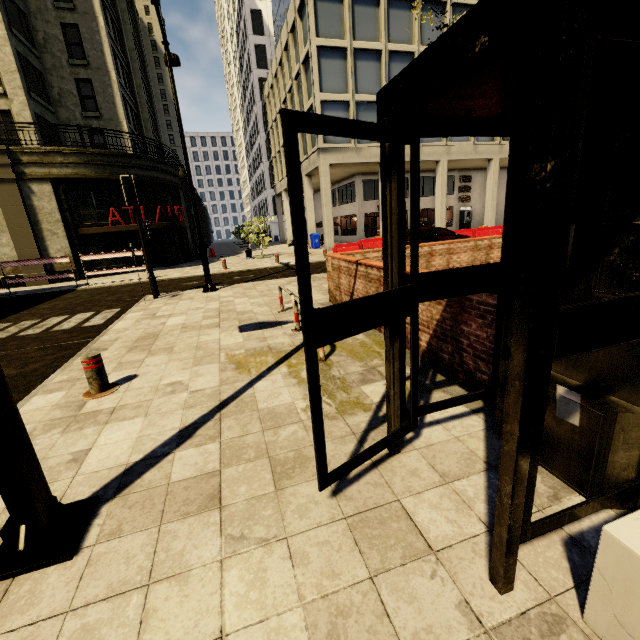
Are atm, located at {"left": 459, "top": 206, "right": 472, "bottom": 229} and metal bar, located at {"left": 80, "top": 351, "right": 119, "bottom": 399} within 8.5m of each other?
no

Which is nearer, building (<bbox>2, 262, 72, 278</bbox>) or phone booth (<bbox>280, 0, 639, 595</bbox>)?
phone booth (<bbox>280, 0, 639, 595</bbox>)

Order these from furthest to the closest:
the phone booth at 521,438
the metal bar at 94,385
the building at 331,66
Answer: the building at 331,66 → the metal bar at 94,385 → the phone booth at 521,438

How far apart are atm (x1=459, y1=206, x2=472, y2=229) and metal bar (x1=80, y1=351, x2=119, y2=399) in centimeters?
3289cm

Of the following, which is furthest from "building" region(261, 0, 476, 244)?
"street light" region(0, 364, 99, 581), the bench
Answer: the bench

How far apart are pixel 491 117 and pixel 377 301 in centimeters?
151cm

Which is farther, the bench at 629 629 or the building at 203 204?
the building at 203 204

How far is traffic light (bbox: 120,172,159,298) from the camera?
9.8 meters
